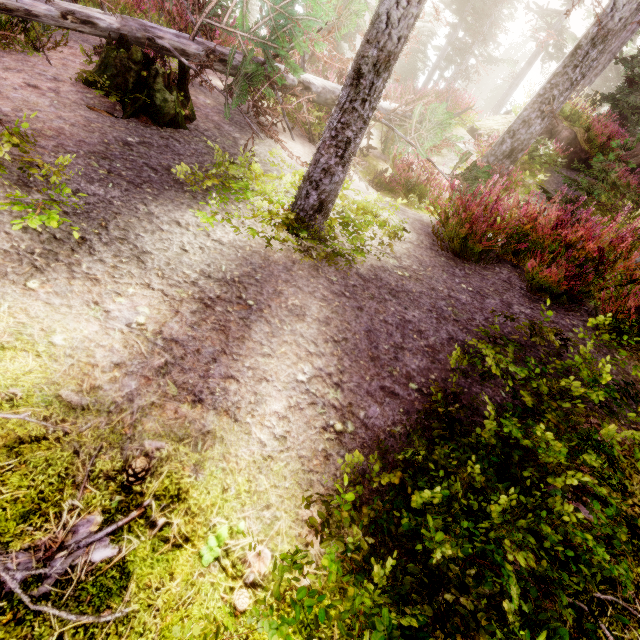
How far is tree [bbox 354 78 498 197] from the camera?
6.2m

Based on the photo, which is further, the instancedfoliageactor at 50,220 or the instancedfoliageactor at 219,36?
the instancedfoliageactor at 219,36

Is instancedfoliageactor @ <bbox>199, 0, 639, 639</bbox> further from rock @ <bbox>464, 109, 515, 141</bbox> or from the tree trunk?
the tree trunk

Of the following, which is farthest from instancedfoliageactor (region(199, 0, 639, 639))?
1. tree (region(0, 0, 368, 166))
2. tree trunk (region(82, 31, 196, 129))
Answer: tree trunk (region(82, 31, 196, 129))

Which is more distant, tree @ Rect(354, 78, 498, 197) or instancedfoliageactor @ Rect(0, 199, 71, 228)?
tree @ Rect(354, 78, 498, 197)

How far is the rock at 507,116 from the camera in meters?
11.9

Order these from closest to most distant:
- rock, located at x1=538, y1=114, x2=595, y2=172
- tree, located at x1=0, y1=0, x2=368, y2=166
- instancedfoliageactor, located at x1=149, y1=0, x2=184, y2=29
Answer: tree, located at x1=0, y1=0, x2=368, y2=166, instancedfoliageactor, located at x1=149, y1=0, x2=184, y2=29, rock, located at x1=538, y1=114, x2=595, y2=172

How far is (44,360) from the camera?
1.5m
